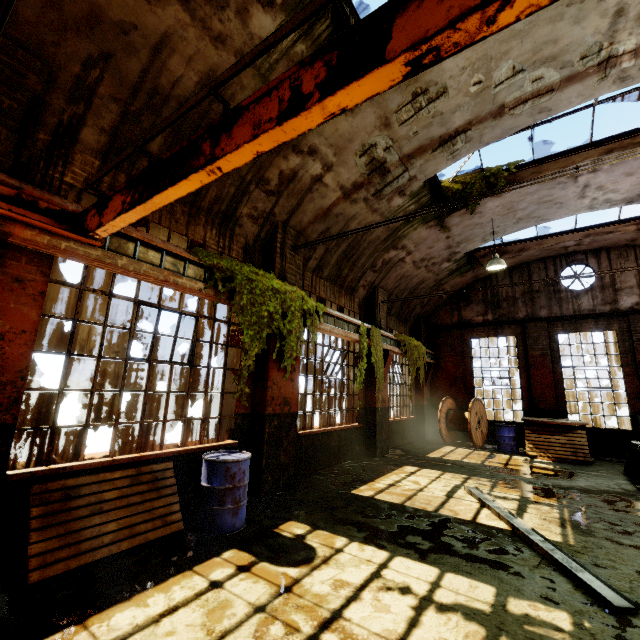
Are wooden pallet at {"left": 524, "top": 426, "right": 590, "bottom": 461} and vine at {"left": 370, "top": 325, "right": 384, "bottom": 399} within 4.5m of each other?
no

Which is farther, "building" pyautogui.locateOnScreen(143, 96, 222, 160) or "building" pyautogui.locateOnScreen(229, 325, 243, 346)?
"building" pyautogui.locateOnScreen(229, 325, 243, 346)

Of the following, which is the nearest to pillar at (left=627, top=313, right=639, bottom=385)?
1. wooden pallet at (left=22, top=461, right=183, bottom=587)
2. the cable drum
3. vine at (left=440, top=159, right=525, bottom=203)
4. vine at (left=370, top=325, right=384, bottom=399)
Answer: vine at (left=440, top=159, right=525, bottom=203)

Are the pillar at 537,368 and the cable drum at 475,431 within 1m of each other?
no

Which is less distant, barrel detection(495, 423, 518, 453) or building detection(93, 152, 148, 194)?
building detection(93, 152, 148, 194)

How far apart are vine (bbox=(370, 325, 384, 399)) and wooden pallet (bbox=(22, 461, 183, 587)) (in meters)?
5.82

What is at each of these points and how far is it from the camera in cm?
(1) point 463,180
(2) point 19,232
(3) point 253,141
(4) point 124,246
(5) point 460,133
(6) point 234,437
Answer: (1) vine, 934
(2) crane rail, 317
(3) overhead crane, 188
(4) beam, 404
(5) building, 691
(6) building, 598

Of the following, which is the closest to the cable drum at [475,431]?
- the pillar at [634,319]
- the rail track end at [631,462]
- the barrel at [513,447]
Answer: the barrel at [513,447]
